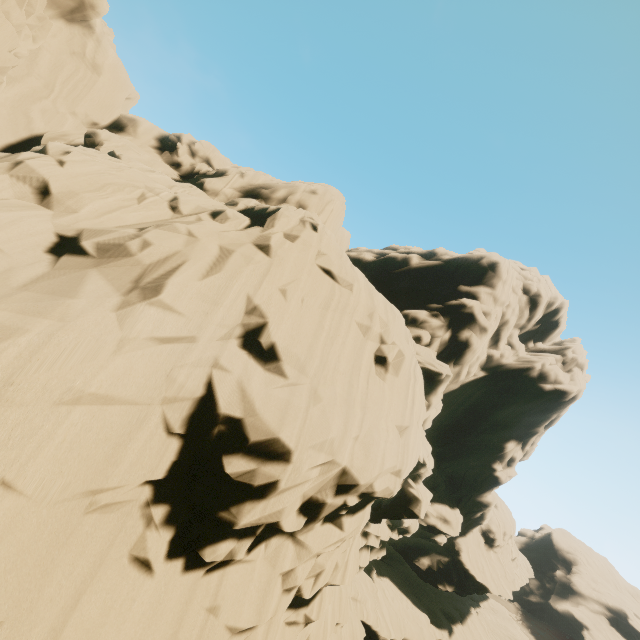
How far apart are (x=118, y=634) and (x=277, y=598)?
4.4m
